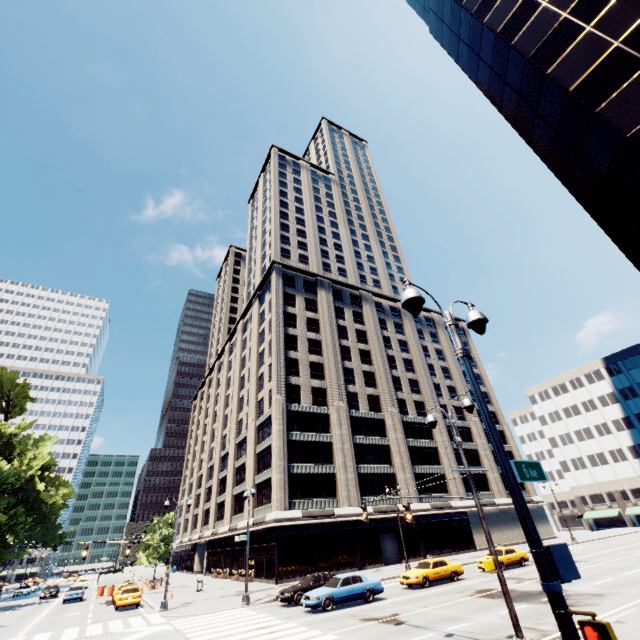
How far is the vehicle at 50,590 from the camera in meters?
42.6 m

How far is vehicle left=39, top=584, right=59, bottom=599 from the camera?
42.62m

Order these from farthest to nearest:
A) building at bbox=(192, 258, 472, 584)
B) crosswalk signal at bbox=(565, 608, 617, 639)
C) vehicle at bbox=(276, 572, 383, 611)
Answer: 1. building at bbox=(192, 258, 472, 584)
2. vehicle at bbox=(276, 572, 383, 611)
3. crosswalk signal at bbox=(565, 608, 617, 639)

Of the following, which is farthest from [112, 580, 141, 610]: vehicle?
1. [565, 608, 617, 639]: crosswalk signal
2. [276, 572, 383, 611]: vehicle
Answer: [565, 608, 617, 639]: crosswalk signal

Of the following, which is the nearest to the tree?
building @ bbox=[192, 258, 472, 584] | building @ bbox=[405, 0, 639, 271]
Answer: building @ bbox=[192, 258, 472, 584]

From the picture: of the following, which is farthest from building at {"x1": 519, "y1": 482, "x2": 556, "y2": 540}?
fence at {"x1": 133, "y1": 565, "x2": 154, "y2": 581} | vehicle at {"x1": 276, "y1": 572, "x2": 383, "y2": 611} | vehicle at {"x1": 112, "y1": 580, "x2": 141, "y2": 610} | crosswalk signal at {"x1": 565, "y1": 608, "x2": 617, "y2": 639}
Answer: crosswalk signal at {"x1": 565, "y1": 608, "x2": 617, "y2": 639}

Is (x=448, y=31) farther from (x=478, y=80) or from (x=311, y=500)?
(x=311, y=500)

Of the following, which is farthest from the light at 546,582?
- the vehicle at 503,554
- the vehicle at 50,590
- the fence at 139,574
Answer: the vehicle at 50,590
